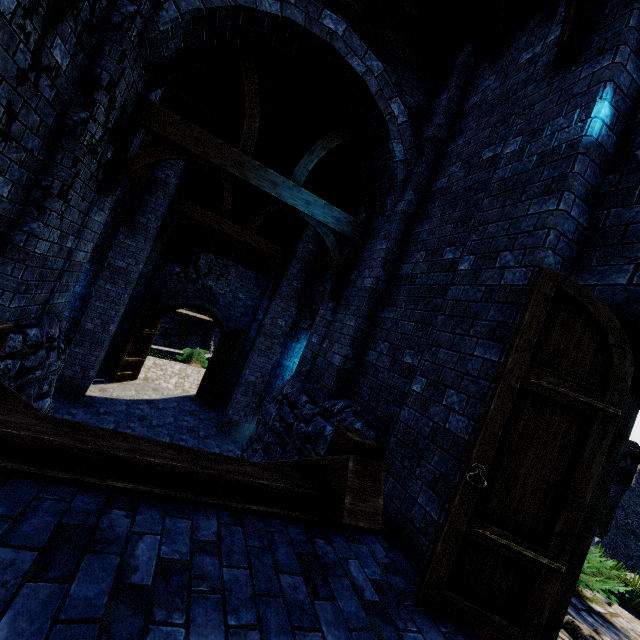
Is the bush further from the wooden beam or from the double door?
the double door

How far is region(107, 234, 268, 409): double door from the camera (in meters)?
12.23

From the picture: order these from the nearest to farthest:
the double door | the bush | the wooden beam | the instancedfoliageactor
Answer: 1. the wooden beam
2. the instancedfoliageactor
3. the bush
4. the double door

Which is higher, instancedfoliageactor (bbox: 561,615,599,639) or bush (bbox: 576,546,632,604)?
bush (bbox: 576,546,632,604)

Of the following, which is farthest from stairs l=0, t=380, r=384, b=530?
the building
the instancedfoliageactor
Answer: the instancedfoliageactor

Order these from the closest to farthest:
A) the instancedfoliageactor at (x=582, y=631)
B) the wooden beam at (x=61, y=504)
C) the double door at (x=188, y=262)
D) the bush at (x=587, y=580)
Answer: the wooden beam at (x=61, y=504), the instancedfoliageactor at (x=582, y=631), the bush at (x=587, y=580), the double door at (x=188, y=262)

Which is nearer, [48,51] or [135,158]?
[48,51]

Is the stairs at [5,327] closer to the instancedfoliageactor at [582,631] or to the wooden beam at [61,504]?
the wooden beam at [61,504]
